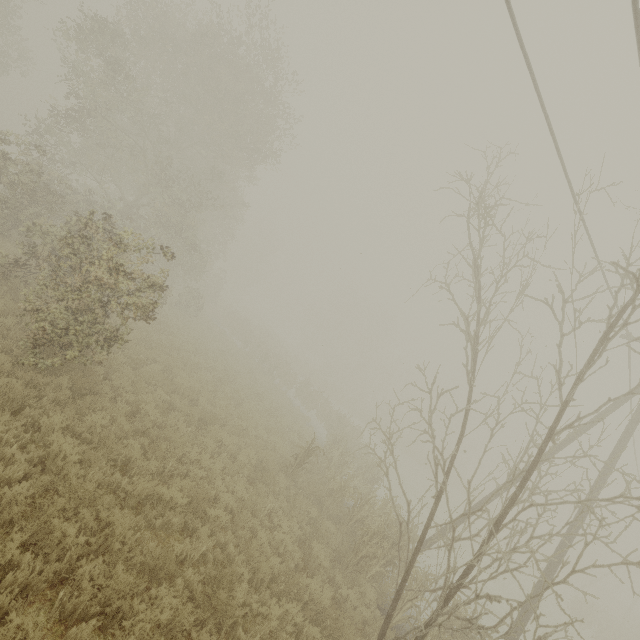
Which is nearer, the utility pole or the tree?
the tree

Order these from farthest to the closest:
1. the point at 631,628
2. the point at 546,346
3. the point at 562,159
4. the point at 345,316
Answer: the point at 345,316 < the point at 631,628 < the point at 546,346 < the point at 562,159

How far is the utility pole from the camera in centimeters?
975cm

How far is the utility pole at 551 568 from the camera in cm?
975

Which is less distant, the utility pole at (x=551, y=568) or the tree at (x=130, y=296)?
the tree at (x=130, y=296)
